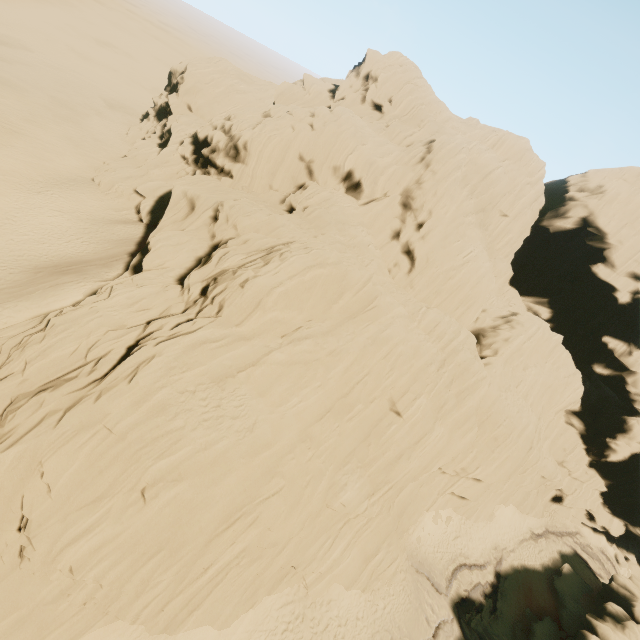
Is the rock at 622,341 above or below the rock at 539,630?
above

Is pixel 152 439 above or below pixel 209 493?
above

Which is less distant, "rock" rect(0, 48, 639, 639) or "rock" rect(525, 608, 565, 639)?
"rock" rect(0, 48, 639, 639)

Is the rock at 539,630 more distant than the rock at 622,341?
Yes

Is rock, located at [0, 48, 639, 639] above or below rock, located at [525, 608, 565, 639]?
above
